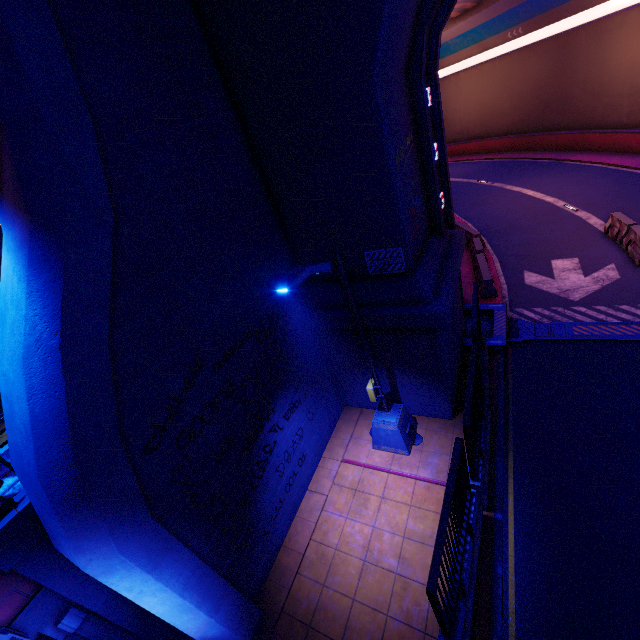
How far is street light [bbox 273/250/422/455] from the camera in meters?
5.2 m

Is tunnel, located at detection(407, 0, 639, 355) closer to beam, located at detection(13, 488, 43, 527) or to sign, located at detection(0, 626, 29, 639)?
beam, located at detection(13, 488, 43, 527)

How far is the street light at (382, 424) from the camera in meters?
5.2 m

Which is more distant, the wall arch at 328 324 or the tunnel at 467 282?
the tunnel at 467 282

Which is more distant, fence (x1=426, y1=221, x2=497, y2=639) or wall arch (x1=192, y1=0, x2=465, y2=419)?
wall arch (x1=192, y1=0, x2=465, y2=419)

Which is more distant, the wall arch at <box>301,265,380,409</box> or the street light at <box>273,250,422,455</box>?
the wall arch at <box>301,265,380,409</box>

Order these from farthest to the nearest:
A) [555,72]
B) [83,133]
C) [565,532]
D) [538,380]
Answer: [555,72] → [538,380] → [565,532] → [83,133]

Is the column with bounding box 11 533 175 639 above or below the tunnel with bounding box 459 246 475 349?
above
